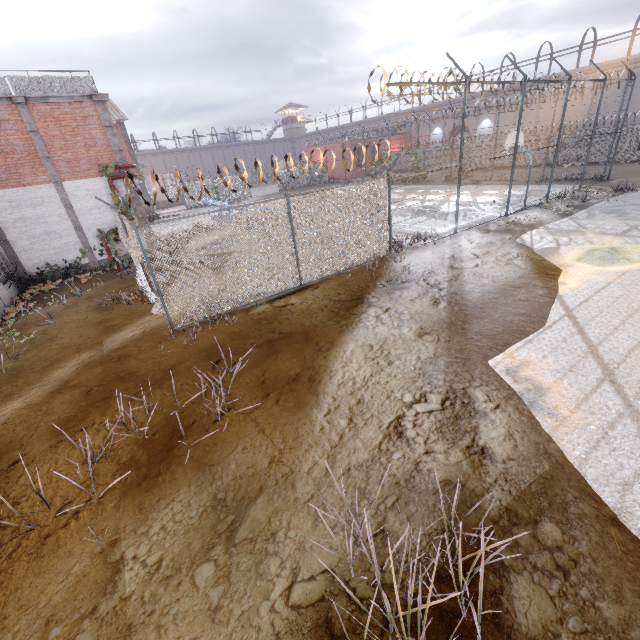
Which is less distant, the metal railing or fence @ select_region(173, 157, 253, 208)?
fence @ select_region(173, 157, 253, 208)

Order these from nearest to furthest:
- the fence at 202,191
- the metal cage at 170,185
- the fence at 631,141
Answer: the fence at 202,191 < the fence at 631,141 < the metal cage at 170,185

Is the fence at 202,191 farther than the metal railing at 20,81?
No

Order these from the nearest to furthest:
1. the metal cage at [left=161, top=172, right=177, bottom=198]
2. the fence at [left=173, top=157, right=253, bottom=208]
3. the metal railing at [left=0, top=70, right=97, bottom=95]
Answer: the fence at [left=173, top=157, right=253, bottom=208]
the metal railing at [left=0, top=70, right=97, bottom=95]
the metal cage at [left=161, top=172, right=177, bottom=198]

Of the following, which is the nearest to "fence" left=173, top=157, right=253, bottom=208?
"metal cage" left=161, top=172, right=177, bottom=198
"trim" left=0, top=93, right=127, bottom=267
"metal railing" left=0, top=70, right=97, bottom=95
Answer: "trim" left=0, top=93, right=127, bottom=267

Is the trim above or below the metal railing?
below

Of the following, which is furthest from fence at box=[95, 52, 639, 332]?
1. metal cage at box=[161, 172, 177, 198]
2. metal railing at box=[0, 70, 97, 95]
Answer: metal cage at box=[161, 172, 177, 198]

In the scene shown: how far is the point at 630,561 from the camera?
3.0 meters
